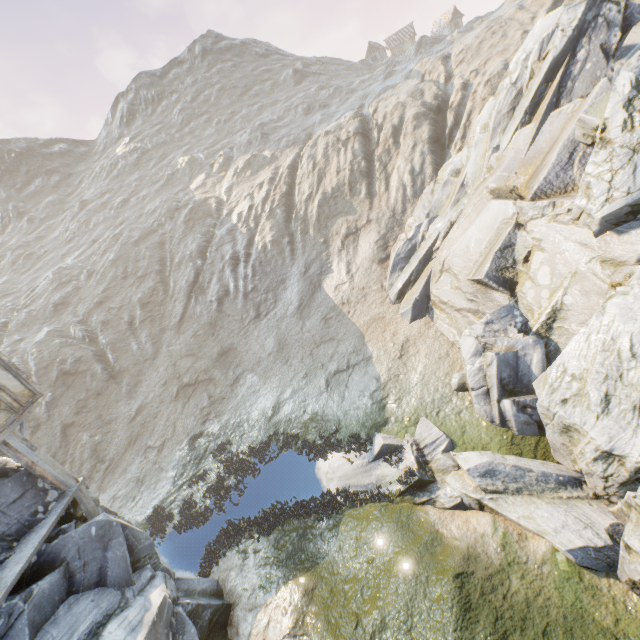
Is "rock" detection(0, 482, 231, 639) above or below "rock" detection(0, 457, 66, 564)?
below

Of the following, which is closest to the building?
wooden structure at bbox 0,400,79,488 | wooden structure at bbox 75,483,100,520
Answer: wooden structure at bbox 0,400,79,488

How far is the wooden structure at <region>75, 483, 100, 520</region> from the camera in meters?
11.3 m

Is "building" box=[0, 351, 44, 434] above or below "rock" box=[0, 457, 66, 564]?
above

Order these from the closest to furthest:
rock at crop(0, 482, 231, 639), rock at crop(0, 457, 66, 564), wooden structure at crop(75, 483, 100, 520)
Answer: rock at crop(0, 482, 231, 639)
rock at crop(0, 457, 66, 564)
wooden structure at crop(75, 483, 100, 520)

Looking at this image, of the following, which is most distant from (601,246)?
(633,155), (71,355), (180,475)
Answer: (71,355)

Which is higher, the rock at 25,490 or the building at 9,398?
the building at 9,398

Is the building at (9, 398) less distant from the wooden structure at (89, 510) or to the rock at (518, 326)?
the rock at (518, 326)
